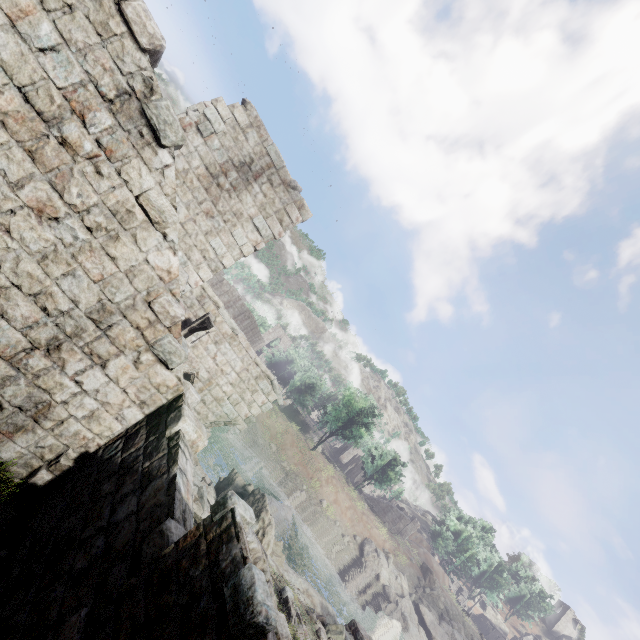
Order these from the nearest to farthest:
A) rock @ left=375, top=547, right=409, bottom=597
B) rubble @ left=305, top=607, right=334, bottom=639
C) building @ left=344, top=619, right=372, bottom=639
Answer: rubble @ left=305, top=607, right=334, bottom=639
building @ left=344, top=619, right=372, bottom=639
rock @ left=375, top=547, right=409, bottom=597

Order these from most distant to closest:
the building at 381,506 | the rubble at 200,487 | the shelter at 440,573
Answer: the building at 381,506 → the shelter at 440,573 → the rubble at 200,487

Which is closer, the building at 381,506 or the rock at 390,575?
the rock at 390,575

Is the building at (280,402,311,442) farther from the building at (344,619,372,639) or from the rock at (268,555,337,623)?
the building at (344,619,372,639)

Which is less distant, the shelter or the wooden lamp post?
the wooden lamp post

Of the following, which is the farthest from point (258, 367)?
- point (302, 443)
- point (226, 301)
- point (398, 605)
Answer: point (398, 605)

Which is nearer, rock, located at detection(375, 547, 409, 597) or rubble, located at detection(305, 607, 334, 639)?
rubble, located at detection(305, 607, 334, 639)

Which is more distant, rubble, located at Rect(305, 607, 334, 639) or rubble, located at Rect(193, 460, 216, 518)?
rubble, located at Rect(305, 607, 334, 639)
